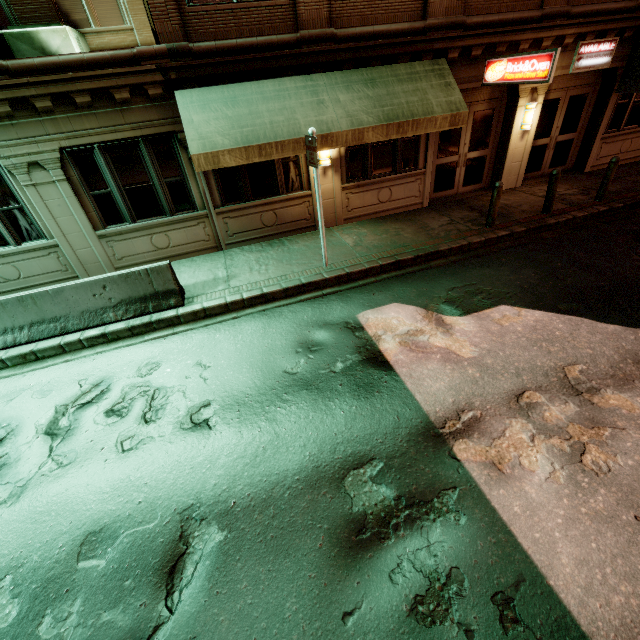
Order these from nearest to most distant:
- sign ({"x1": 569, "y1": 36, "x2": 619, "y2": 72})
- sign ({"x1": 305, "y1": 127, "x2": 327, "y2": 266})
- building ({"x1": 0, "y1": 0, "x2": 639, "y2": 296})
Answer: sign ({"x1": 305, "y1": 127, "x2": 327, "y2": 266}) < building ({"x1": 0, "y1": 0, "x2": 639, "y2": 296}) < sign ({"x1": 569, "y1": 36, "x2": 619, "y2": 72})

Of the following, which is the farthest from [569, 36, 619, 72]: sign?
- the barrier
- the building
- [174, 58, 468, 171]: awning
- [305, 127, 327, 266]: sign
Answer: the barrier

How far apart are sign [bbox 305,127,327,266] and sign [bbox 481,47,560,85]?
5.9 meters

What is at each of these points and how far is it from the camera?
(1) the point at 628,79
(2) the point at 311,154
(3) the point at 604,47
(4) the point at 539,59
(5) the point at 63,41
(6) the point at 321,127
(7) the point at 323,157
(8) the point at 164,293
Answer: (1) awning, 10.5m
(2) sign, 6.8m
(3) sign, 9.9m
(4) sign, 7.7m
(5) air conditioner, 9.6m
(6) awning, 7.6m
(7) wall light, 9.1m
(8) barrier, 7.3m

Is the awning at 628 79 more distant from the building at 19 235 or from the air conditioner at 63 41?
the air conditioner at 63 41

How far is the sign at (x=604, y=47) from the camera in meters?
9.7 m

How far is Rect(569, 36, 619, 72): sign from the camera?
9.69m

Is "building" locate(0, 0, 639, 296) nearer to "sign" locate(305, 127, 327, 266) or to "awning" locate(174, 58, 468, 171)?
"awning" locate(174, 58, 468, 171)
